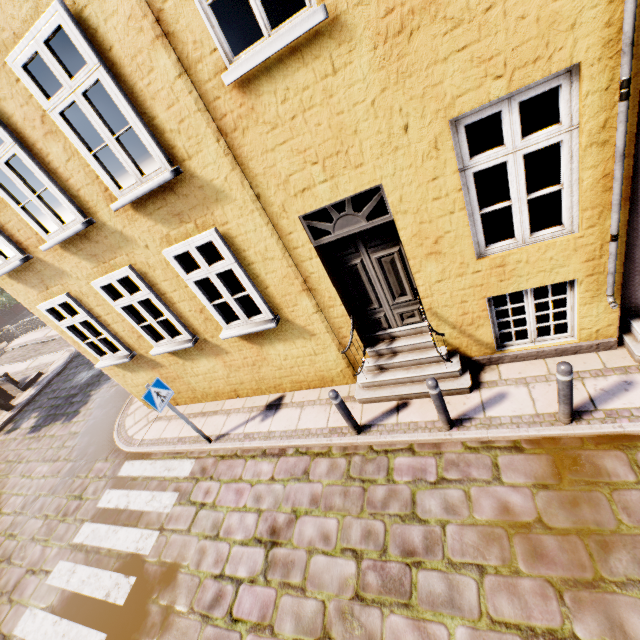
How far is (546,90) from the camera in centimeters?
309cm

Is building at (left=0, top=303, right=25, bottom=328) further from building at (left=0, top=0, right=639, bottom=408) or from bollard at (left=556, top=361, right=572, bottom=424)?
bollard at (left=556, top=361, right=572, bottom=424)

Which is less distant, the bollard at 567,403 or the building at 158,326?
the building at 158,326

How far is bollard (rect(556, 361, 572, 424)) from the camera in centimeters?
369cm

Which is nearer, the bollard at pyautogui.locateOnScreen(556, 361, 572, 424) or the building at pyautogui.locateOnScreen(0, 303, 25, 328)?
the bollard at pyautogui.locateOnScreen(556, 361, 572, 424)

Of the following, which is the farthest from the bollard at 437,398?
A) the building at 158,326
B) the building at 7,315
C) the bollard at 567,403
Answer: the building at 7,315

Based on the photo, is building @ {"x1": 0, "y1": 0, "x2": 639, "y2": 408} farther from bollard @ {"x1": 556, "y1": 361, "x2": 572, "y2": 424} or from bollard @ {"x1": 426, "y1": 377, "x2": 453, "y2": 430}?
bollard @ {"x1": 556, "y1": 361, "x2": 572, "y2": 424}

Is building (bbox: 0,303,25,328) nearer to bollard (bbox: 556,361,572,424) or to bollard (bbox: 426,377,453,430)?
bollard (bbox: 426,377,453,430)
